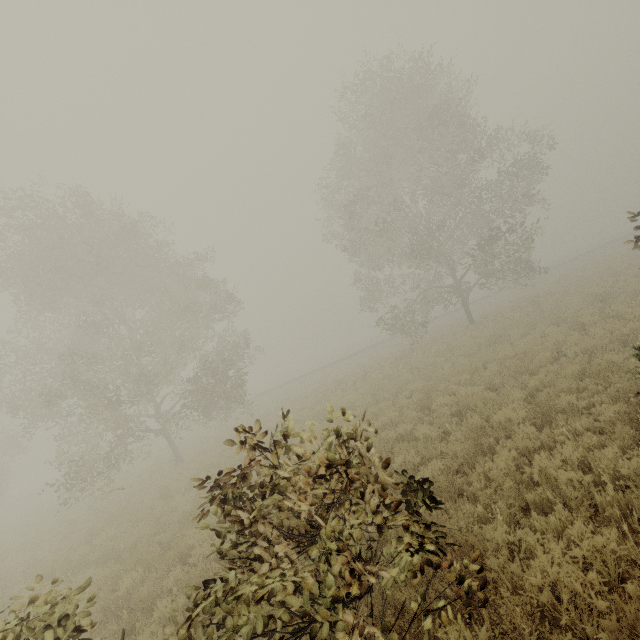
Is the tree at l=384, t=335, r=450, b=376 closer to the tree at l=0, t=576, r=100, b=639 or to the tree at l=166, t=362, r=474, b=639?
the tree at l=166, t=362, r=474, b=639

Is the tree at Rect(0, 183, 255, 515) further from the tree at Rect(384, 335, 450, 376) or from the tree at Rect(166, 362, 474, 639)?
the tree at Rect(166, 362, 474, 639)

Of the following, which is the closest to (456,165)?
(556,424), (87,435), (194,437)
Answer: (556,424)

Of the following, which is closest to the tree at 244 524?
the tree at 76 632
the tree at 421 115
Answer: the tree at 76 632

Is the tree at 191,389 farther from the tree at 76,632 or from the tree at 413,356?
the tree at 76,632

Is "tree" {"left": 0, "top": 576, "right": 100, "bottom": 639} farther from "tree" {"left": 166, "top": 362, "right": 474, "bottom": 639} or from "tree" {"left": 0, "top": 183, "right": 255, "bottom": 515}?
"tree" {"left": 0, "top": 183, "right": 255, "bottom": 515}

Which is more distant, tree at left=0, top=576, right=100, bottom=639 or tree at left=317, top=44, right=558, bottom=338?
tree at left=317, top=44, right=558, bottom=338
